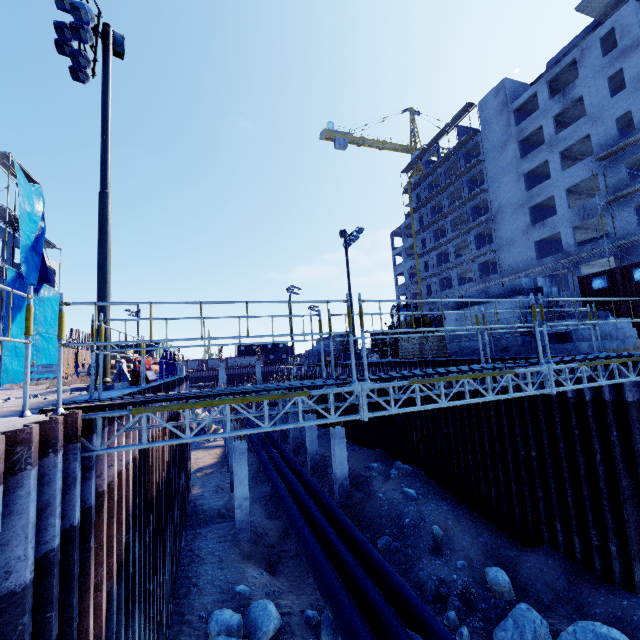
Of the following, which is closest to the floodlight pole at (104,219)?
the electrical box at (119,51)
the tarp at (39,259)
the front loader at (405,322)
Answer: the electrical box at (119,51)

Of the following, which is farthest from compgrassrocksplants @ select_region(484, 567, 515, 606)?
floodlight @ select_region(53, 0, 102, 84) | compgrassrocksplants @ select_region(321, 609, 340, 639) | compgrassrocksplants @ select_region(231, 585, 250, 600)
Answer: floodlight @ select_region(53, 0, 102, 84)

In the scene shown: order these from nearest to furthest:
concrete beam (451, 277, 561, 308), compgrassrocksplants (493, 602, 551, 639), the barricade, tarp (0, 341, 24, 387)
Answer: compgrassrocksplants (493, 602, 551, 639), concrete beam (451, 277, 561, 308), the barricade, tarp (0, 341, 24, 387)

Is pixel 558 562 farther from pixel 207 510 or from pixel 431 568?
pixel 207 510

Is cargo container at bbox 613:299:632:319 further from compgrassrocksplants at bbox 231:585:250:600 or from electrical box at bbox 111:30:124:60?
electrical box at bbox 111:30:124:60

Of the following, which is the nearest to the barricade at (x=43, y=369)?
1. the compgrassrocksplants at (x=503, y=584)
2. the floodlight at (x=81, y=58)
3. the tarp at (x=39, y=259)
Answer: the tarp at (x=39, y=259)

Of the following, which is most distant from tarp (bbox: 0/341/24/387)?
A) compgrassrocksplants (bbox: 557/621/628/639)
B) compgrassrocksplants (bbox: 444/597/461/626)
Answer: compgrassrocksplants (bbox: 557/621/628/639)

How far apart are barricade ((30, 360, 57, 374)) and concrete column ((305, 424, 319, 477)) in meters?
14.9 m
